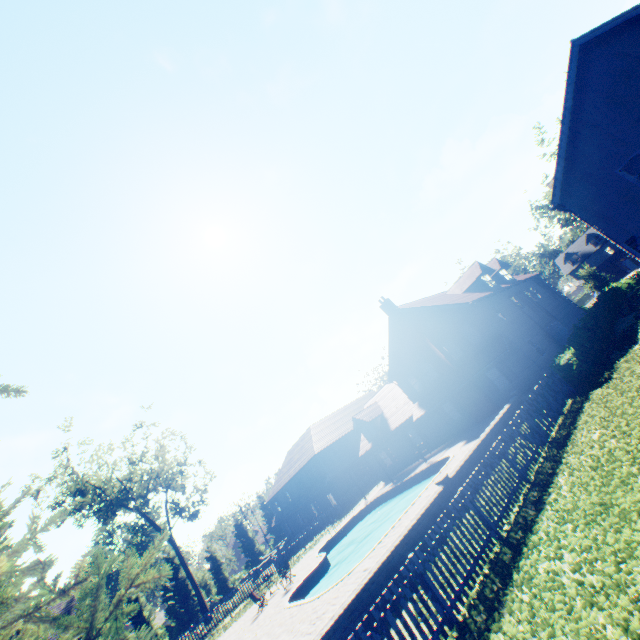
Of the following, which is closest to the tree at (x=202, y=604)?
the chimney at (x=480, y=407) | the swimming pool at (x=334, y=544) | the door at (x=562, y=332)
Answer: the swimming pool at (x=334, y=544)

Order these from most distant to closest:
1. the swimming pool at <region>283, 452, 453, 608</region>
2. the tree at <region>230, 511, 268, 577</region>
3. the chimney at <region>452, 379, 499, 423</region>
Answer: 1. the tree at <region>230, 511, 268, 577</region>
2. the chimney at <region>452, 379, 499, 423</region>
3. the swimming pool at <region>283, 452, 453, 608</region>

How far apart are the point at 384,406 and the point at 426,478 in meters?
11.7 m

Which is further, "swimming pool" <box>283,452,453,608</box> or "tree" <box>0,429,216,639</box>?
"swimming pool" <box>283,452,453,608</box>

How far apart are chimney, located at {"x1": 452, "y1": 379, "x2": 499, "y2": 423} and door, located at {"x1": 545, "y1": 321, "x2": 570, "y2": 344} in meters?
8.1 m

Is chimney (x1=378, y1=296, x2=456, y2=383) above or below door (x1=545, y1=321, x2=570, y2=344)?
above

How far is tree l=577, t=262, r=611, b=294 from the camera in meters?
43.1 m

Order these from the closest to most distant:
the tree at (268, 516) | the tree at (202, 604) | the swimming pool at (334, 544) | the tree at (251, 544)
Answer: the tree at (202, 604)
the swimming pool at (334, 544)
the tree at (251, 544)
the tree at (268, 516)
